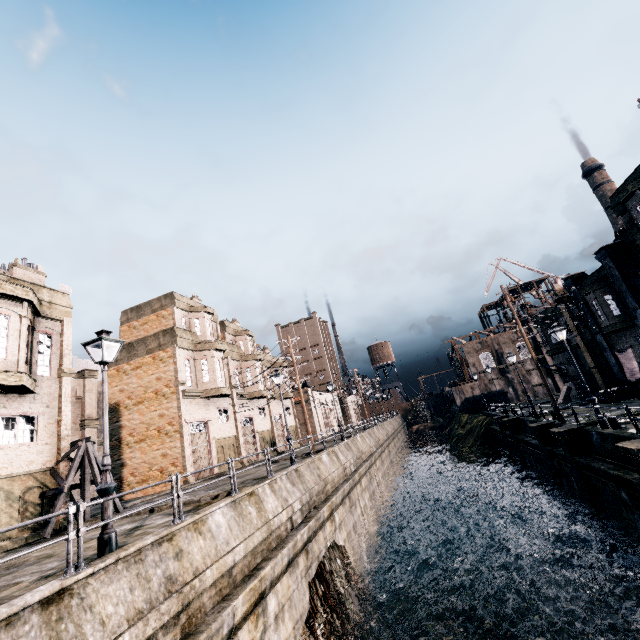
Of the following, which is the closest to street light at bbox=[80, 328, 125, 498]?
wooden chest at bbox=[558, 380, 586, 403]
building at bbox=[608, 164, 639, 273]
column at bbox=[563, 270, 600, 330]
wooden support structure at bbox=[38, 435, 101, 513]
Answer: wooden support structure at bbox=[38, 435, 101, 513]

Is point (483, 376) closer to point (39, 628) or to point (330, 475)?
point (330, 475)

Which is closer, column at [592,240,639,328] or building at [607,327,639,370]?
column at [592,240,639,328]

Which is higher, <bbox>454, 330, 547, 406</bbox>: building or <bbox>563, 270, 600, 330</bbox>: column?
<bbox>563, 270, 600, 330</bbox>: column

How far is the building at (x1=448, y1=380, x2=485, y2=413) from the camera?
54.09m

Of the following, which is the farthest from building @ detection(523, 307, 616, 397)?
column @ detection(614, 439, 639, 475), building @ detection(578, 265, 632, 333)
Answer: column @ detection(614, 439, 639, 475)

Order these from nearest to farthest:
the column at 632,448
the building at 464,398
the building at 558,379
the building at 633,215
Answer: the column at 632,448 → the building at 633,215 → the building at 558,379 → the building at 464,398

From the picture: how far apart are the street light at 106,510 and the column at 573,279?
36.15m
